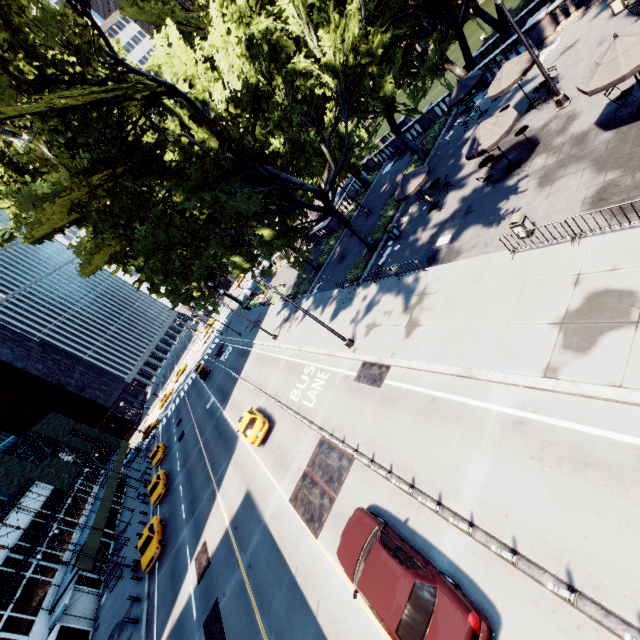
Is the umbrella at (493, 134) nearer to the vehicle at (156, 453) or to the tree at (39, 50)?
the tree at (39, 50)

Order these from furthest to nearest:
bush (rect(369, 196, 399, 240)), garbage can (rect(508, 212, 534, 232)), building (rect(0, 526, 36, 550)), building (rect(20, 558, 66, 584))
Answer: building (rect(0, 526, 36, 550)), building (rect(20, 558, 66, 584)), bush (rect(369, 196, 399, 240)), garbage can (rect(508, 212, 534, 232))

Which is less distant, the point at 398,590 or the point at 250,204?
the point at 398,590

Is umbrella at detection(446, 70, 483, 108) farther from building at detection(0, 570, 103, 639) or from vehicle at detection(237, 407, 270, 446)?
building at detection(0, 570, 103, 639)

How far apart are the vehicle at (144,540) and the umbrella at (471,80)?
39.5 meters

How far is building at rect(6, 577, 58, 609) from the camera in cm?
2628

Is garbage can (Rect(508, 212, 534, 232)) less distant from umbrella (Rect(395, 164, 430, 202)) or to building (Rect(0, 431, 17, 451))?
umbrella (Rect(395, 164, 430, 202))

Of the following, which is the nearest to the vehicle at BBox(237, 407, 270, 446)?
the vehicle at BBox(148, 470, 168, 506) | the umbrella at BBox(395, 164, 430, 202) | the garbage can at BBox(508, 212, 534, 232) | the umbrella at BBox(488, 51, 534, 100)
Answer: the vehicle at BBox(148, 470, 168, 506)
